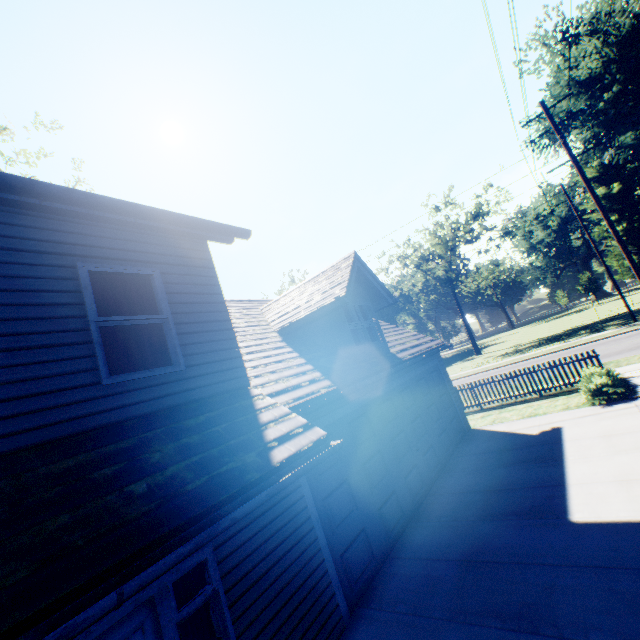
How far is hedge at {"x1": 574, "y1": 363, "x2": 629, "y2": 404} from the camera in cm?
1025

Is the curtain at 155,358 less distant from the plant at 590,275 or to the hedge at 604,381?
the hedge at 604,381

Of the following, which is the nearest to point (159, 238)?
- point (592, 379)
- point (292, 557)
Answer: point (292, 557)

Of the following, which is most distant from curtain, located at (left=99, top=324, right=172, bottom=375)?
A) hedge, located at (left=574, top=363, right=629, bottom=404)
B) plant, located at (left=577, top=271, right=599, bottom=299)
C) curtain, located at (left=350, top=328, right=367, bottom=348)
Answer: plant, located at (left=577, top=271, right=599, bottom=299)

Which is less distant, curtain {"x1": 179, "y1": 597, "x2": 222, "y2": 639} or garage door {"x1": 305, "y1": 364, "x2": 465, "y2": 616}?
curtain {"x1": 179, "y1": 597, "x2": 222, "y2": 639}

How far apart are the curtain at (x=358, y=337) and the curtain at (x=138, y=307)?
5.23m

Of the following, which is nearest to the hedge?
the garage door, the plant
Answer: the garage door

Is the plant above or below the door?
above
